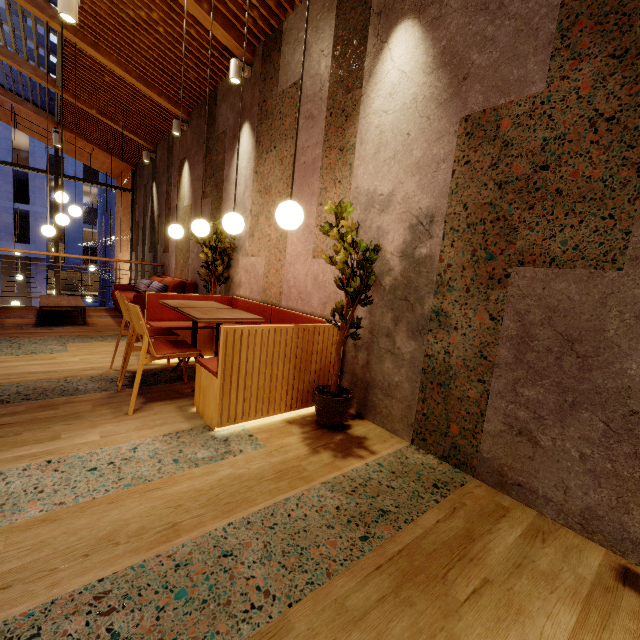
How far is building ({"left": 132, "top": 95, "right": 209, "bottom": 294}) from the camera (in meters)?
6.10

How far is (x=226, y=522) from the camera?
1.5 meters

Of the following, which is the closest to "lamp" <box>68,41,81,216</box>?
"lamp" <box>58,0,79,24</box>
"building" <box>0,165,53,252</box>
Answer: "lamp" <box>58,0,79,24</box>

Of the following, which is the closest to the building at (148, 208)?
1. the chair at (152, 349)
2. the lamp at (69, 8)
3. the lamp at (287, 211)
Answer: the chair at (152, 349)

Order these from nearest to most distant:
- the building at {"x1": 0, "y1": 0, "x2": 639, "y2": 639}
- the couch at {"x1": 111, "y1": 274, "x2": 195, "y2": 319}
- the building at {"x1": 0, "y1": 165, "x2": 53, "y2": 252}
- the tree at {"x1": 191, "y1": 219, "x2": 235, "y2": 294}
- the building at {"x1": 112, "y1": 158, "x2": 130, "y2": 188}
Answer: the building at {"x1": 0, "y1": 0, "x2": 639, "y2": 639} < the tree at {"x1": 191, "y1": 219, "x2": 235, "y2": 294} < the couch at {"x1": 111, "y1": 274, "x2": 195, "y2": 319} < the building at {"x1": 112, "y1": 158, "x2": 130, "y2": 188} < the building at {"x1": 0, "y1": 165, "x2": 53, "y2": 252}

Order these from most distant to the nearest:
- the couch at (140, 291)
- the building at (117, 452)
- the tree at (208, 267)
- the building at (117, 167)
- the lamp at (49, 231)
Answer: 1. the building at (117, 167)
2. the couch at (140, 291)
3. the lamp at (49, 231)
4. the tree at (208, 267)
5. the building at (117, 452)

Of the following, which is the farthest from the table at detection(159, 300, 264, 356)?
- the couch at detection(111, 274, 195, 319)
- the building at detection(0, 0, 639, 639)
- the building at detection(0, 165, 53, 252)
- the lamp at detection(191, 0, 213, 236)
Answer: the building at detection(0, 165, 53, 252)

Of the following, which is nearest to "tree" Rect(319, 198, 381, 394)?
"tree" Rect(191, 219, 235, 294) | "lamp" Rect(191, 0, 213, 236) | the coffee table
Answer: "lamp" Rect(191, 0, 213, 236)
